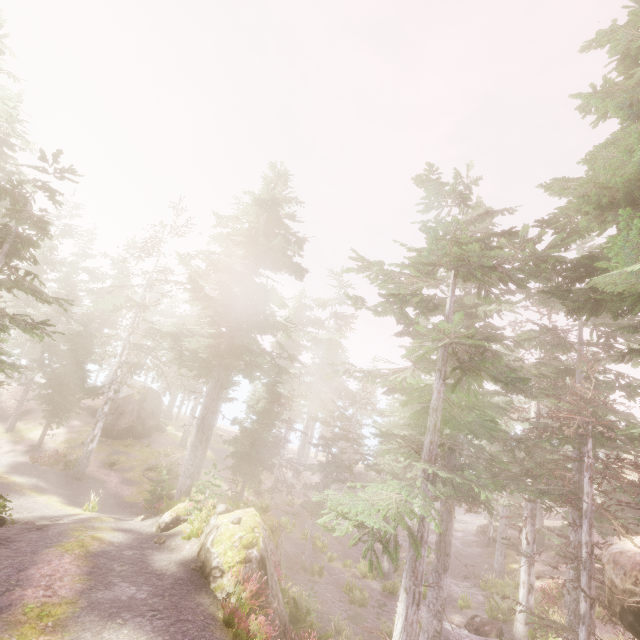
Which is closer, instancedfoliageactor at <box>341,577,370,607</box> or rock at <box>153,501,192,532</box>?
rock at <box>153,501,192,532</box>

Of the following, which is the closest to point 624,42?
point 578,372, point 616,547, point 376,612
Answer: point 578,372

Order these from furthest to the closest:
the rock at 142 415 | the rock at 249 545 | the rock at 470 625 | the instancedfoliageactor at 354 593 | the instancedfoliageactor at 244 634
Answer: the rock at 142 415, the instancedfoliageactor at 354 593, the rock at 470 625, the rock at 249 545, the instancedfoliageactor at 244 634

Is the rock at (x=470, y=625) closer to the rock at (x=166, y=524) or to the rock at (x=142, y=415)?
the rock at (x=166, y=524)

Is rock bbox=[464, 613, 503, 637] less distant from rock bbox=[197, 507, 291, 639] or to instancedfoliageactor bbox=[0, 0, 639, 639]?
instancedfoliageactor bbox=[0, 0, 639, 639]

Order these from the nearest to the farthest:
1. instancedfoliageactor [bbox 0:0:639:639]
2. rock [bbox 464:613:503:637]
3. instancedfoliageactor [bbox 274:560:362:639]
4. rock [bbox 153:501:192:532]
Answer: instancedfoliageactor [bbox 0:0:639:639], instancedfoliageactor [bbox 274:560:362:639], rock [bbox 153:501:192:532], rock [bbox 464:613:503:637]

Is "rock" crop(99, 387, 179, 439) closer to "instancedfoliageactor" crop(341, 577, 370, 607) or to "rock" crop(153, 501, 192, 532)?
"instancedfoliageactor" crop(341, 577, 370, 607)
